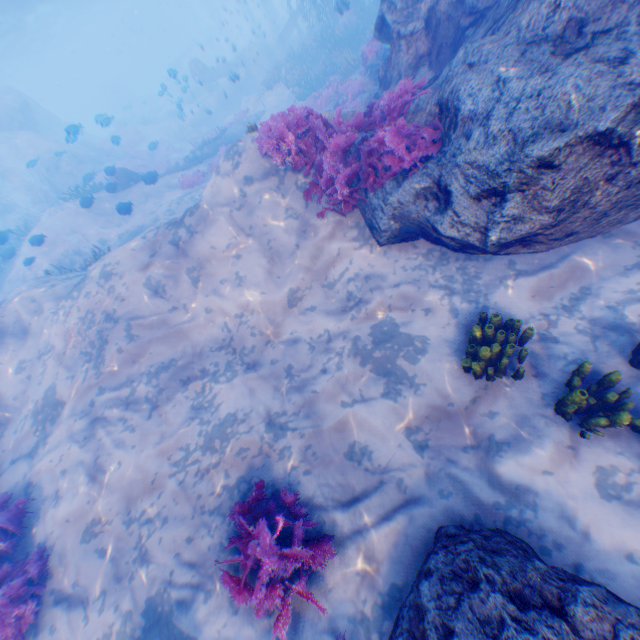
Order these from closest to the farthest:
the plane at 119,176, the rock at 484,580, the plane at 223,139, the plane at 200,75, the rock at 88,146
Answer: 1. the rock at 484,580
2. the plane at 119,176
3. the plane at 223,139
4. the rock at 88,146
5. the plane at 200,75

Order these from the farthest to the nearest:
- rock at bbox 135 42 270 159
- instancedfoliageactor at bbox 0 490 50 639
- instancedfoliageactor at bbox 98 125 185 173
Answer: rock at bbox 135 42 270 159 → instancedfoliageactor at bbox 98 125 185 173 → instancedfoliageactor at bbox 0 490 50 639

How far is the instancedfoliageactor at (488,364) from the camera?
4.5 meters

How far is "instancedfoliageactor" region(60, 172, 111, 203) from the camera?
16.92m

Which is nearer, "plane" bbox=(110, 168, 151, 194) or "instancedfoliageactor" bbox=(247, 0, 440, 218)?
"instancedfoliageactor" bbox=(247, 0, 440, 218)

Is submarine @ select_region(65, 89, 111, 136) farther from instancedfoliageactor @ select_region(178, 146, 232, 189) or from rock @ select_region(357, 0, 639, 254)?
instancedfoliageactor @ select_region(178, 146, 232, 189)

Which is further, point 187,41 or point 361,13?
point 187,41

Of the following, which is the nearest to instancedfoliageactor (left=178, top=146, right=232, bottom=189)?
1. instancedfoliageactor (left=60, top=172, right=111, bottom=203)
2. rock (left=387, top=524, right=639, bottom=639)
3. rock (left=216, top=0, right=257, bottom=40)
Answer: rock (left=216, top=0, right=257, bottom=40)
